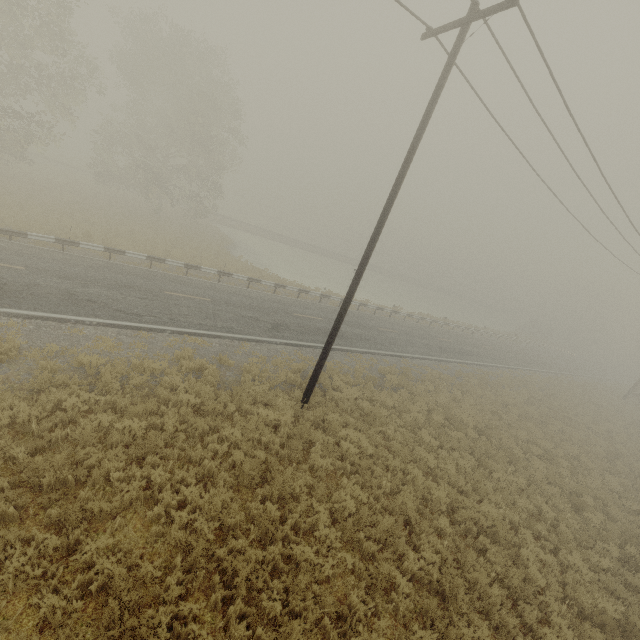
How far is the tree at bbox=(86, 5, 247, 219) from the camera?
27.22m

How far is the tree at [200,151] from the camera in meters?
27.2 m

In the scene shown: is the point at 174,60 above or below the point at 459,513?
above

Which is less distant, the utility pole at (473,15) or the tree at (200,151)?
the utility pole at (473,15)

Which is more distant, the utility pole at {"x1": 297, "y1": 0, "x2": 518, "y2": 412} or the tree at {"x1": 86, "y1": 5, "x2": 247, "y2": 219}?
the tree at {"x1": 86, "y1": 5, "x2": 247, "y2": 219}
